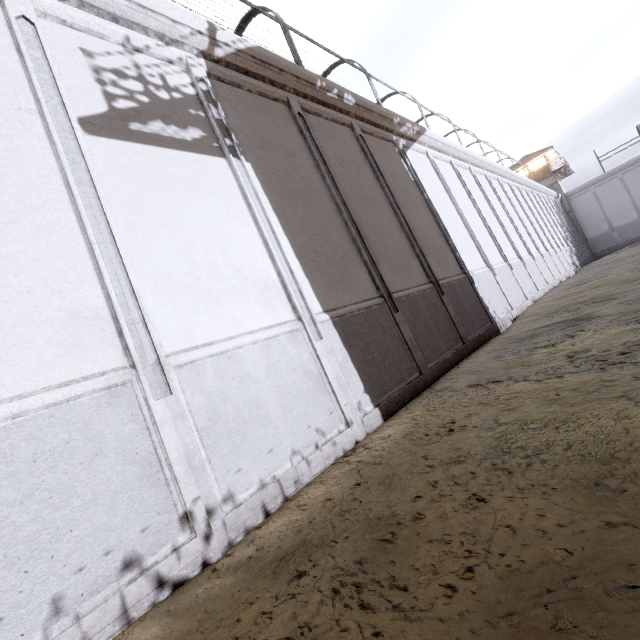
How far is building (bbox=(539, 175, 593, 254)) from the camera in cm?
3878

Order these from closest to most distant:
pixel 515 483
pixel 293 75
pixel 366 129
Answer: pixel 515 483 < pixel 293 75 < pixel 366 129

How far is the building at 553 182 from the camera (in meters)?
38.78
